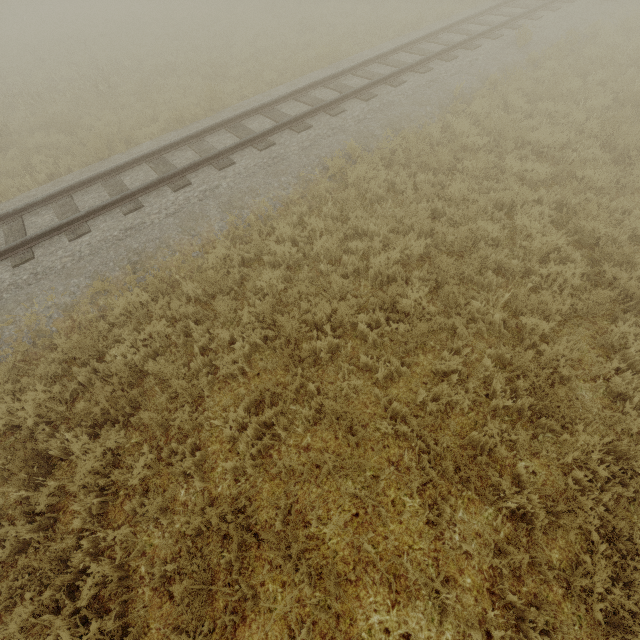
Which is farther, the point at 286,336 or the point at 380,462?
the point at 286,336
